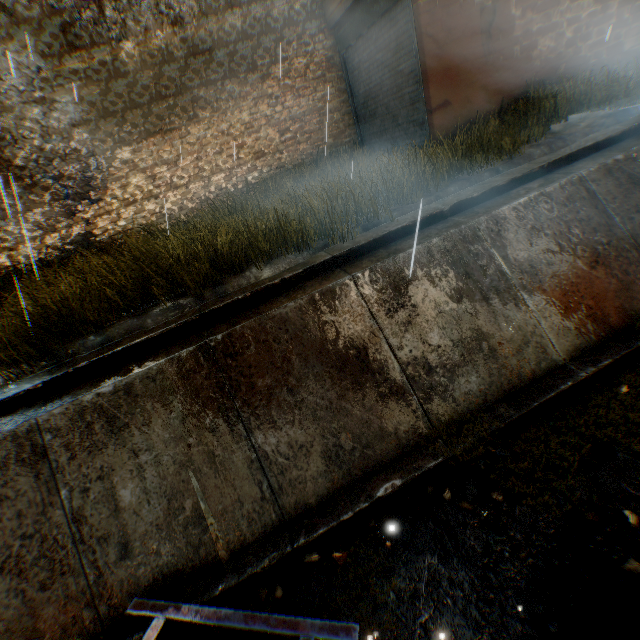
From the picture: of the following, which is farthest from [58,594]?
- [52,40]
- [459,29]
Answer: [459,29]

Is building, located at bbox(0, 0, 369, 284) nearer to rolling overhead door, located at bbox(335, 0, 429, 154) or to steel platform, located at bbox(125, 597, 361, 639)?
rolling overhead door, located at bbox(335, 0, 429, 154)

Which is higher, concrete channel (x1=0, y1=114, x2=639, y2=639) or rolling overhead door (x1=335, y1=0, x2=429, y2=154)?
rolling overhead door (x1=335, y1=0, x2=429, y2=154)

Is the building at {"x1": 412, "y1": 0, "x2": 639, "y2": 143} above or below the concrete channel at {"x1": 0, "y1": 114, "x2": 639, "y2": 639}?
above

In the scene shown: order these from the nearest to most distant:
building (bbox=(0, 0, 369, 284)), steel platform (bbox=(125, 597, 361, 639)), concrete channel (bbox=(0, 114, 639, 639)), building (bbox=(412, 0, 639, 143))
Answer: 1. steel platform (bbox=(125, 597, 361, 639))
2. concrete channel (bbox=(0, 114, 639, 639))
3. building (bbox=(412, 0, 639, 143))
4. building (bbox=(0, 0, 369, 284))

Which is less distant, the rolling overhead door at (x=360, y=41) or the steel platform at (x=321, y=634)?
the steel platform at (x=321, y=634)

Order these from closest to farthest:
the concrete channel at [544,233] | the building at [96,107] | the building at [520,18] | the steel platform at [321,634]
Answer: the steel platform at [321,634], the concrete channel at [544,233], the building at [520,18], the building at [96,107]
